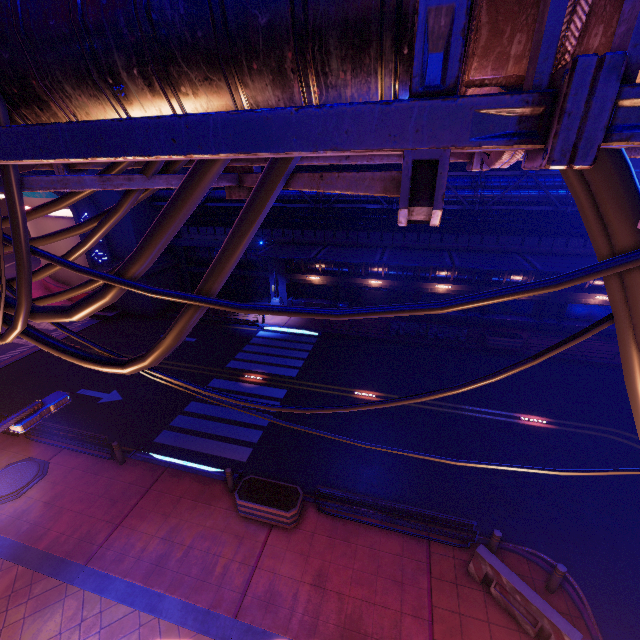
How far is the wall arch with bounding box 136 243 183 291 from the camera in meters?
25.7 m

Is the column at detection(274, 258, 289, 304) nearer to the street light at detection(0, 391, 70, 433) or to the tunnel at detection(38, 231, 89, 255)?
the tunnel at detection(38, 231, 89, 255)

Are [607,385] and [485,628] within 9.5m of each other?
no

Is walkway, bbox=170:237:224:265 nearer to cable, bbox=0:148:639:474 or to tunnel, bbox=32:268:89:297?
tunnel, bbox=32:268:89:297

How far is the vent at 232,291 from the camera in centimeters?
2831cm

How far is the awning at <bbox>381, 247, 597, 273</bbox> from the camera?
18.22m

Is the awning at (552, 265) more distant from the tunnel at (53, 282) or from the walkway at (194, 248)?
the tunnel at (53, 282)

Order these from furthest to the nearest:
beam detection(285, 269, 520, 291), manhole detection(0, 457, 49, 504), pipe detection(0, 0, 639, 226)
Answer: beam detection(285, 269, 520, 291), manhole detection(0, 457, 49, 504), pipe detection(0, 0, 639, 226)
